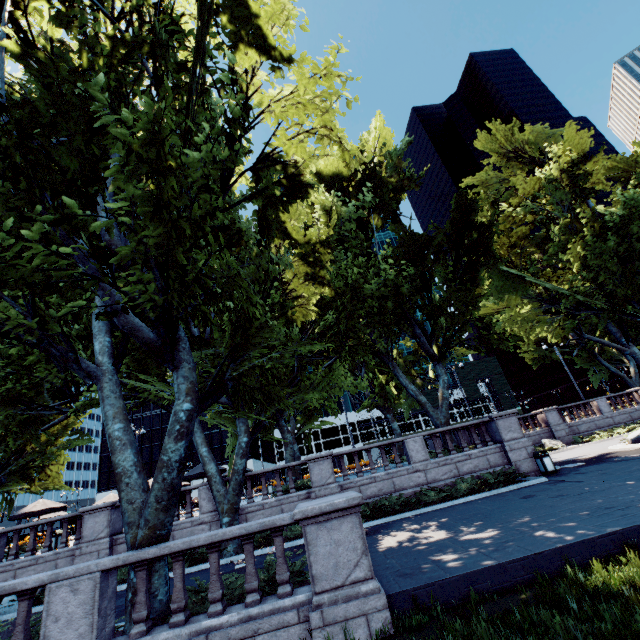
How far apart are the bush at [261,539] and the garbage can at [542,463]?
12.7 meters

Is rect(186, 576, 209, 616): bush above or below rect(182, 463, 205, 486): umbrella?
below

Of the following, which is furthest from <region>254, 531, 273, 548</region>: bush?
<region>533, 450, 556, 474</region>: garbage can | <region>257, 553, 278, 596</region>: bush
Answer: <region>533, 450, 556, 474</region>: garbage can

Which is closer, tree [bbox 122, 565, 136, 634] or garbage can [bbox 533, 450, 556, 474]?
tree [bbox 122, 565, 136, 634]

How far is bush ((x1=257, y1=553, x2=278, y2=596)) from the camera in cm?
674

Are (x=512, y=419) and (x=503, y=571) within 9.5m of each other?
no

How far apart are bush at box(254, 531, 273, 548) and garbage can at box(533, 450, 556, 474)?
12.7 meters

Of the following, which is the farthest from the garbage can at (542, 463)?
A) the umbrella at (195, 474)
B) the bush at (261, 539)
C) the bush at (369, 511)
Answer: the umbrella at (195, 474)
